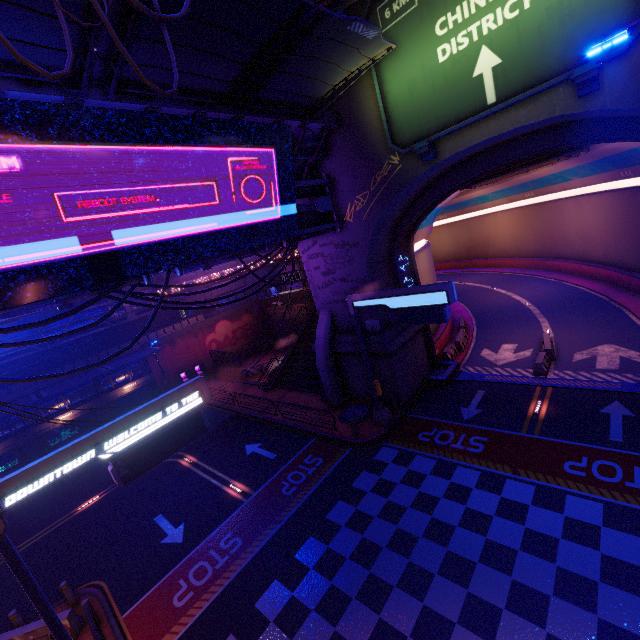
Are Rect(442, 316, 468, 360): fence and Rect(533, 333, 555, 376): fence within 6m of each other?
yes

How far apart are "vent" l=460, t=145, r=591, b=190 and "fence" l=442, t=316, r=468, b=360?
A: 10.1m

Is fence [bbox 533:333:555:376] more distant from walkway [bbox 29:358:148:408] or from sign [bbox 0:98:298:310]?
walkway [bbox 29:358:148:408]

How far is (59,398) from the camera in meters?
26.0

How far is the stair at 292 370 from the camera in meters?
24.3

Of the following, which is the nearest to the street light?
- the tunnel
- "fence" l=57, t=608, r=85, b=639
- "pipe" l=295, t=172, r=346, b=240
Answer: the tunnel

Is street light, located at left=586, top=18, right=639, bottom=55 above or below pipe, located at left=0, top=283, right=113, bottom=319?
above

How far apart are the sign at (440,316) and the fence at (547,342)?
8.23m
